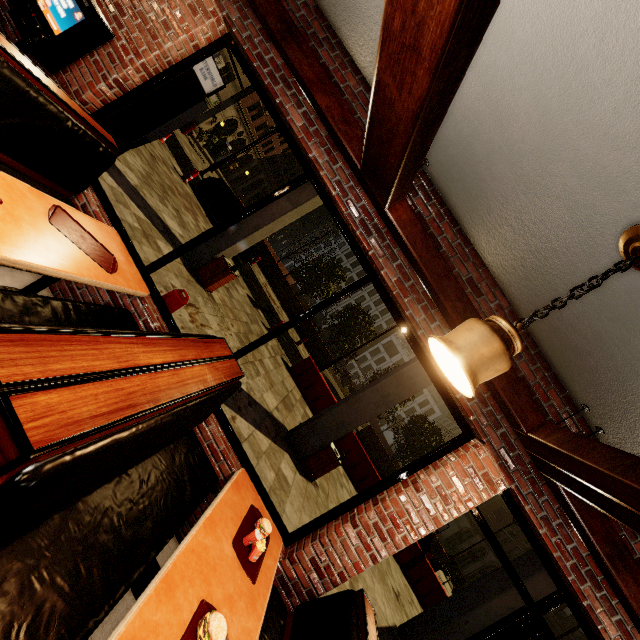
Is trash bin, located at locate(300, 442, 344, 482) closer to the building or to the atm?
the building

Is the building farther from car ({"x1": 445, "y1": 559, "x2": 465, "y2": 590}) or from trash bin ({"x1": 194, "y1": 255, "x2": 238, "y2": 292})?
car ({"x1": 445, "y1": 559, "x2": 465, "y2": 590})

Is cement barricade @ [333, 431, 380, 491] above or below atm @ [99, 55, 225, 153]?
below

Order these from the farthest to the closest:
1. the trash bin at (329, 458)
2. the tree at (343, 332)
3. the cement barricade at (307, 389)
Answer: the tree at (343, 332), the cement barricade at (307, 389), the trash bin at (329, 458)

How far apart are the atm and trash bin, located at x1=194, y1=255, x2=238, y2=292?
3.13m

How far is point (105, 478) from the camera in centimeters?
155cm

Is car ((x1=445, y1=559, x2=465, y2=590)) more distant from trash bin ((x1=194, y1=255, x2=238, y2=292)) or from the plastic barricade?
the plastic barricade

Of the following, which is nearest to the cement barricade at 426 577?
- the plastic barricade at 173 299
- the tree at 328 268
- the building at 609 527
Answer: the building at 609 527
